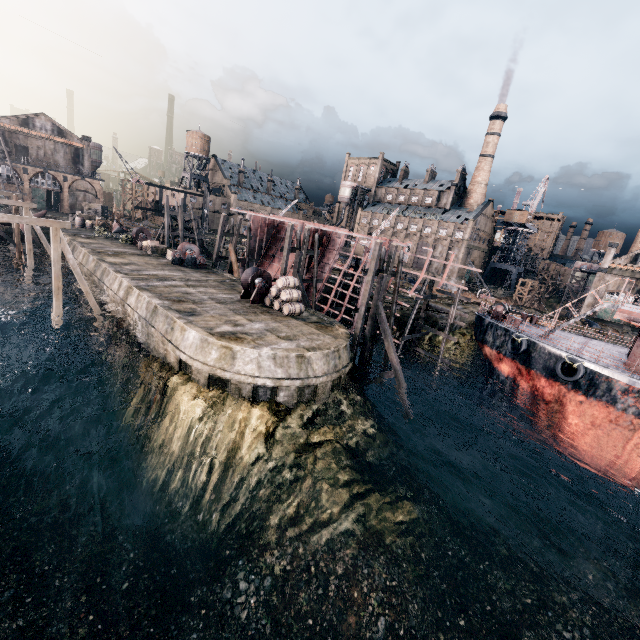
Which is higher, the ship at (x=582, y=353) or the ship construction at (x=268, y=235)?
the ship construction at (x=268, y=235)

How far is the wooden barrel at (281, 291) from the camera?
23.2m

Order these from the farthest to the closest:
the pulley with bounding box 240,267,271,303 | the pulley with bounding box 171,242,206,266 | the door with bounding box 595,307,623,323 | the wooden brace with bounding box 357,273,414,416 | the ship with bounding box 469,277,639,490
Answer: the door with bounding box 595,307,623,323 < the pulley with bounding box 171,242,206,266 < the pulley with bounding box 240,267,271,303 < the wooden brace with bounding box 357,273,414,416 < the ship with bounding box 469,277,639,490

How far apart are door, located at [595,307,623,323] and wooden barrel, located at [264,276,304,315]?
63.10m

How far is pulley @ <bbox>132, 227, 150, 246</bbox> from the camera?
41.3 meters

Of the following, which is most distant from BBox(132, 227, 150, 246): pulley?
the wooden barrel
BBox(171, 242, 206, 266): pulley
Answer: the wooden barrel

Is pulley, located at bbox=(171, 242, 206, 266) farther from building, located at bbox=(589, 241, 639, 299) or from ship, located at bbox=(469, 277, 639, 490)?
building, located at bbox=(589, 241, 639, 299)

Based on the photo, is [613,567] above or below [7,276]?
below
